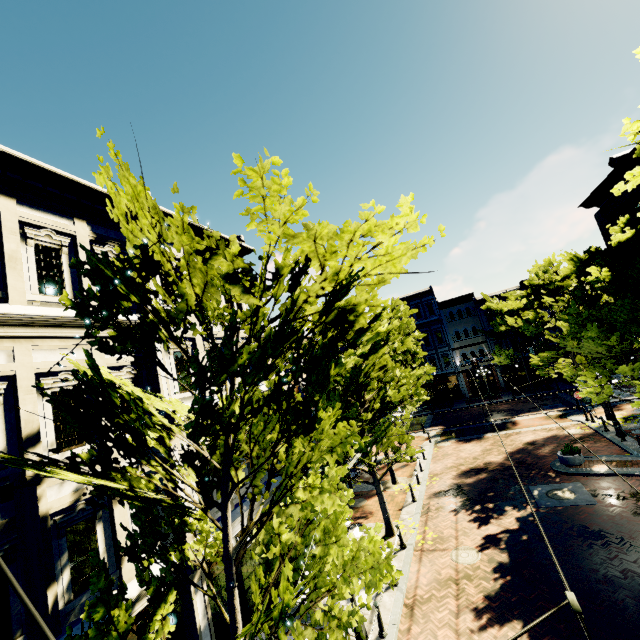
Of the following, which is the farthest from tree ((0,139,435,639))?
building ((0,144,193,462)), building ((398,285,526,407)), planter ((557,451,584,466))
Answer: planter ((557,451,584,466))

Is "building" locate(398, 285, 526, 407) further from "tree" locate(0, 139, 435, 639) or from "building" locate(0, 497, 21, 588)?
"building" locate(0, 497, 21, 588)

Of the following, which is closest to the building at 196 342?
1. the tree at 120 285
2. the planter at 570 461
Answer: the tree at 120 285

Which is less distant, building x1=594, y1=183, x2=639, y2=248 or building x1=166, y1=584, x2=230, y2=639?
building x1=166, y1=584, x2=230, y2=639

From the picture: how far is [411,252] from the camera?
5.5m

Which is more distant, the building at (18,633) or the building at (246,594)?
the building at (246,594)

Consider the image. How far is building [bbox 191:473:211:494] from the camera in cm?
996
